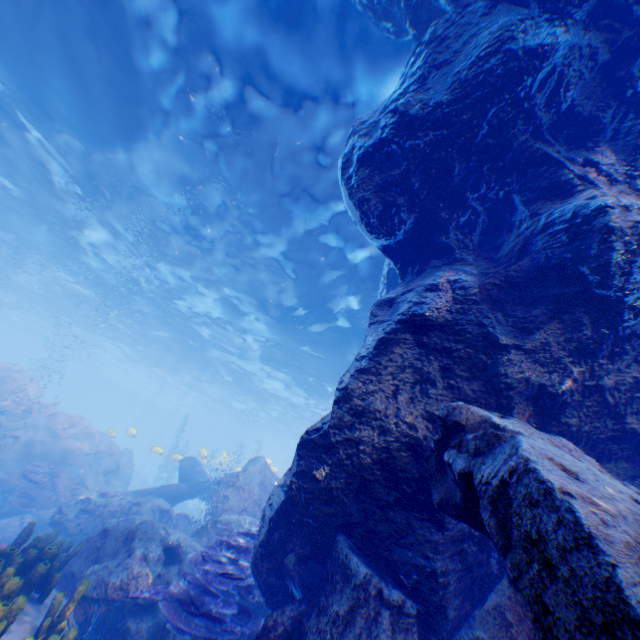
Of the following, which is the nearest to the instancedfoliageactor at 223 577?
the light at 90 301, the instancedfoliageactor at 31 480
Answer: the instancedfoliageactor at 31 480

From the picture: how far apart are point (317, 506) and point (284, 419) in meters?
40.2

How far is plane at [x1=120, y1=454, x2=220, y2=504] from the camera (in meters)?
13.57

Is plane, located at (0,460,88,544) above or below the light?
below

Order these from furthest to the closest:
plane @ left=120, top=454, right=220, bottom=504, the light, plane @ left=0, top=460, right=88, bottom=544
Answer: plane @ left=120, top=454, right=220, bottom=504 → plane @ left=0, top=460, right=88, bottom=544 → the light

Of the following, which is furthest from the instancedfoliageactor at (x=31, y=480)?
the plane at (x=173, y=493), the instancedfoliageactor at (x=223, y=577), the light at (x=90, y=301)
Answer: the light at (x=90, y=301)

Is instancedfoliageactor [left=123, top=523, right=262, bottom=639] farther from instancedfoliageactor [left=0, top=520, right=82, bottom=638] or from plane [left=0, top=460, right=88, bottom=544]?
plane [left=0, top=460, right=88, bottom=544]

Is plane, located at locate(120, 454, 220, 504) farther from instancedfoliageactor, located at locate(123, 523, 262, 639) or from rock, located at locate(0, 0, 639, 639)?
instancedfoliageactor, located at locate(123, 523, 262, 639)
